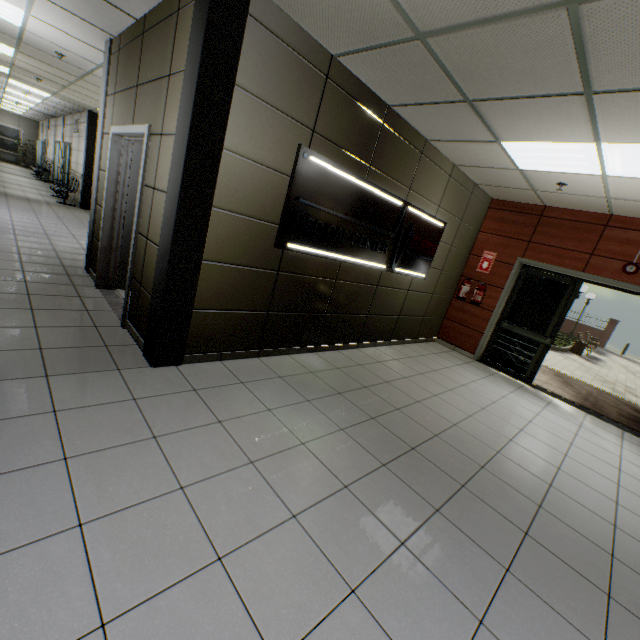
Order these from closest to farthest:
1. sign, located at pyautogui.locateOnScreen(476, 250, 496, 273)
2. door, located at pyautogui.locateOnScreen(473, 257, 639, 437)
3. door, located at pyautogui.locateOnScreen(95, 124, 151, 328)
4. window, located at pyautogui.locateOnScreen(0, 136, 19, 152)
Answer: door, located at pyautogui.locateOnScreen(95, 124, 151, 328), door, located at pyautogui.locateOnScreen(473, 257, 639, 437), sign, located at pyautogui.locateOnScreen(476, 250, 496, 273), window, located at pyautogui.locateOnScreen(0, 136, 19, 152)

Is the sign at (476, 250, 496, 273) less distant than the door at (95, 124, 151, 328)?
No

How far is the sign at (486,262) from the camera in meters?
6.7 m

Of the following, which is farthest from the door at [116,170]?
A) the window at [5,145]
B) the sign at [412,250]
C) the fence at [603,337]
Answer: the fence at [603,337]

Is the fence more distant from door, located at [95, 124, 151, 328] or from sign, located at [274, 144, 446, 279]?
door, located at [95, 124, 151, 328]

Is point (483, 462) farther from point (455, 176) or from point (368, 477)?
point (455, 176)

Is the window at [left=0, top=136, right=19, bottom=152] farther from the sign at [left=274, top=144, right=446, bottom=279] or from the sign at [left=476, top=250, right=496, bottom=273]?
the sign at [left=476, top=250, right=496, bottom=273]

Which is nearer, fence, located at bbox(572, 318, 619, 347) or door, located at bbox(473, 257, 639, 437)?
door, located at bbox(473, 257, 639, 437)
